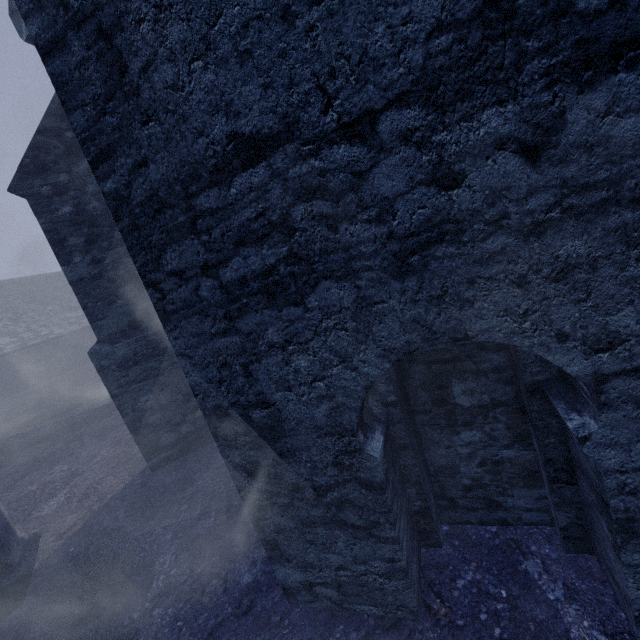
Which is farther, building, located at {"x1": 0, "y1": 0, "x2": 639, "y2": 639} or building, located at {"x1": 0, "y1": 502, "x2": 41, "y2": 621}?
building, located at {"x1": 0, "y1": 502, "x2": 41, "y2": 621}

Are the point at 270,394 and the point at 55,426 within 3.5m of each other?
no

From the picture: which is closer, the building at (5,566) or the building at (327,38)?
the building at (327,38)
